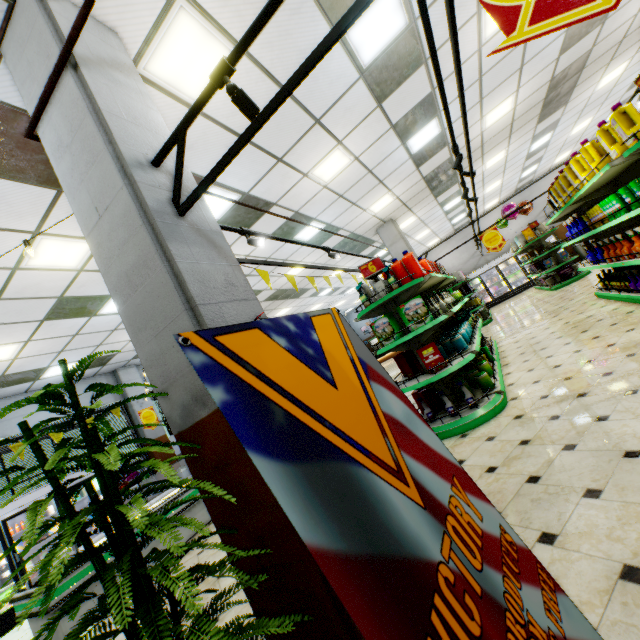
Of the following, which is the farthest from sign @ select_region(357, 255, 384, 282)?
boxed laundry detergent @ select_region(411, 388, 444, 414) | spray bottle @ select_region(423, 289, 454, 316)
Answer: boxed laundry detergent @ select_region(411, 388, 444, 414)

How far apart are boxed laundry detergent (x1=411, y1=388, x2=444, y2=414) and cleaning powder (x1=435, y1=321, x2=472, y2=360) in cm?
54

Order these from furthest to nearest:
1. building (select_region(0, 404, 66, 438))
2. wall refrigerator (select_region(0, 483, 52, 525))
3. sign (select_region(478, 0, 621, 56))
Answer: building (select_region(0, 404, 66, 438)) < wall refrigerator (select_region(0, 483, 52, 525)) < sign (select_region(478, 0, 621, 56))

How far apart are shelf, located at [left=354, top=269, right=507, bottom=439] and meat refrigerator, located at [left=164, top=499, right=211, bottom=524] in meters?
4.3 m

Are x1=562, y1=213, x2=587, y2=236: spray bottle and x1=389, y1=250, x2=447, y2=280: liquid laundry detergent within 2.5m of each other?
no

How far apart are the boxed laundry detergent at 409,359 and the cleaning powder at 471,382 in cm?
60

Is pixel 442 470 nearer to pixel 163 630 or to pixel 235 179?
pixel 163 630

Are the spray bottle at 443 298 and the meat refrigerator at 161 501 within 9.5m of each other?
yes
